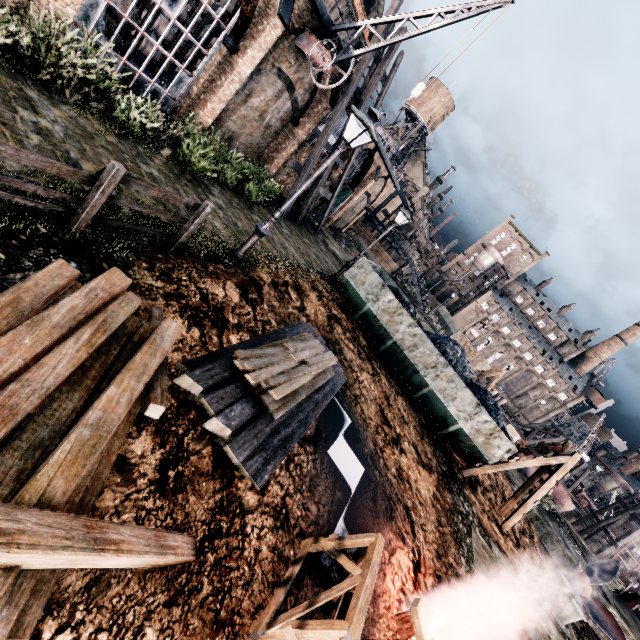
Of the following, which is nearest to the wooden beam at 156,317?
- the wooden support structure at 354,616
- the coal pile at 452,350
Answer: the wooden support structure at 354,616

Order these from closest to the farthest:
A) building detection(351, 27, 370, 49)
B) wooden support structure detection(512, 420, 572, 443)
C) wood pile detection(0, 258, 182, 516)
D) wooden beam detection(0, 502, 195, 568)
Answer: wooden beam detection(0, 502, 195, 568)
wood pile detection(0, 258, 182, 516)
building detection(351, 27, 370, 49)
wooden support structure detection(512, 420, 572, 443)

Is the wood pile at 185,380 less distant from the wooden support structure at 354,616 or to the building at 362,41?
the wooden support structure at 354,616

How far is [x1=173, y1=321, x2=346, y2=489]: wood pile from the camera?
5.1 meters

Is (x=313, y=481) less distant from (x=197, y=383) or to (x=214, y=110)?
(x=197, y=383)

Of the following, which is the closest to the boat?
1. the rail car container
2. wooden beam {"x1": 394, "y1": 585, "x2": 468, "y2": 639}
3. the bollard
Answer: the rail car container

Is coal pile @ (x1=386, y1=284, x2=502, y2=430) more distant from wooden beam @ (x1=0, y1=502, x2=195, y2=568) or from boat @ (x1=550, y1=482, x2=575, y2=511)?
boat @ (x1=550, y1=482, x2=575, y2=511)

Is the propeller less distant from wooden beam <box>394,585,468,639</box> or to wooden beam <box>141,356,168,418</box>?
wooden beam <box>394,585,468,639</box>
